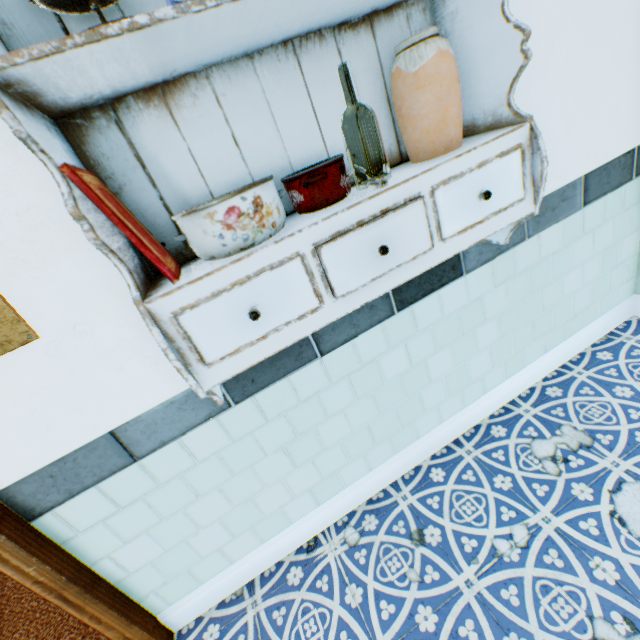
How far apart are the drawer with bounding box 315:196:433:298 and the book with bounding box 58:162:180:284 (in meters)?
0.14

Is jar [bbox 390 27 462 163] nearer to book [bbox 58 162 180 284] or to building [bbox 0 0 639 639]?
building [bbox 0 0 639 639]

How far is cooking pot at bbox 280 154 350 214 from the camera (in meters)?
0.89

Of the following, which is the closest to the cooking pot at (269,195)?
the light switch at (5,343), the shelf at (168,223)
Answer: the shelf at (168,223)

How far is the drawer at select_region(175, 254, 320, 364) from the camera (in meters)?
0.79

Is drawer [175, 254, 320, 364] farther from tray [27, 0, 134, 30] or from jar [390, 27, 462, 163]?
tray [27, 0, 134, 30]

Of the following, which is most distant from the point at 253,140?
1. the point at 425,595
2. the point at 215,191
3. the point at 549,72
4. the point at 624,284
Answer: the point at 624,284

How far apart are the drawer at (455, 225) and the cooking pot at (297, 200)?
0.1 meters
